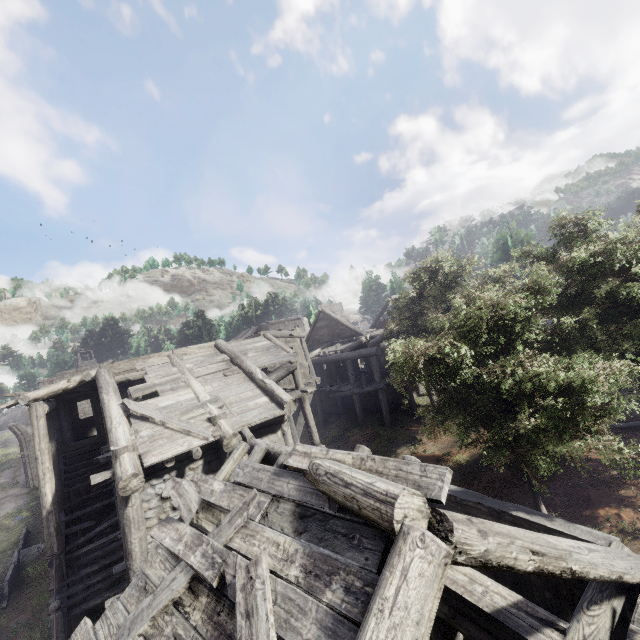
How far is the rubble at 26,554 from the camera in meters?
20.5

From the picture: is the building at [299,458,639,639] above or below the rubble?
above

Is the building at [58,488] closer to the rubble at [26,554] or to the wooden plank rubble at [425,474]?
the wooden plank rubble at [425,474]

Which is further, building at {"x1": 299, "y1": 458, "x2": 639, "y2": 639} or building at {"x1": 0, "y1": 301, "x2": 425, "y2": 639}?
building at {"x1": 0, "y1": 301, "x2": 425, "y2": 639}

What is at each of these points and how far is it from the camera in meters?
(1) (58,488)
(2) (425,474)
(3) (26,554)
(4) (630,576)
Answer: (1) building, 12.8 m
(2) wooden plank rubble, 3.5 m
(3) rubble, 20.8 m
(4) building, 4.6 m

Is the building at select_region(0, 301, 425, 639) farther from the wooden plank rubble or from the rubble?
the rubble

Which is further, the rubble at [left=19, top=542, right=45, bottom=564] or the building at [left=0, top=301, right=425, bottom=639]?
the rubble at [left=19, top=542, right=45, bottom=564]

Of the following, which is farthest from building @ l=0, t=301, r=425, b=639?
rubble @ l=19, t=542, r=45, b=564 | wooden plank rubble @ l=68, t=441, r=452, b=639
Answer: rubble @ l=19, t=542, r=45, b=564
